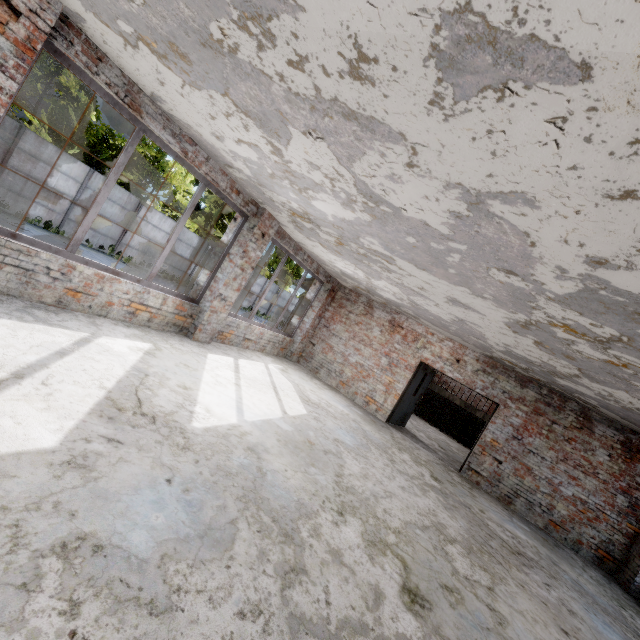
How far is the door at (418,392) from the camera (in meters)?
10.09

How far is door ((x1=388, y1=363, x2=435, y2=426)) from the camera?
10.09m

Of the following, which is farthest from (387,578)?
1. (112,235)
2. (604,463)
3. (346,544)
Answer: (112,235)
